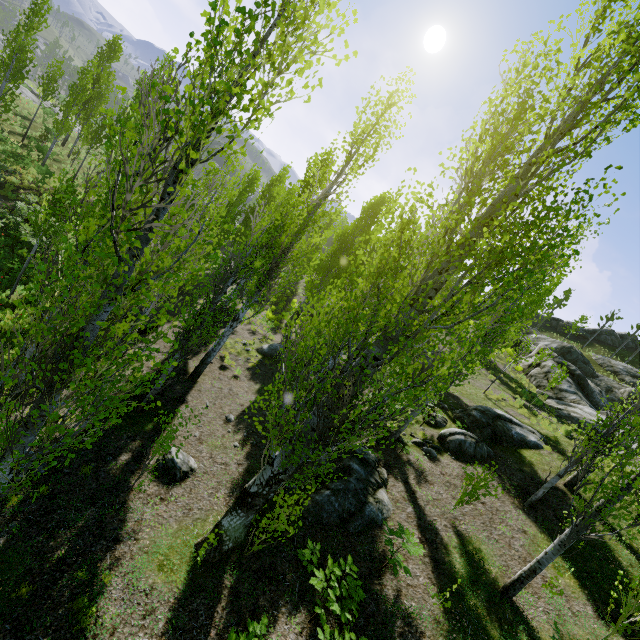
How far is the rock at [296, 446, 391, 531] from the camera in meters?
8.3 m

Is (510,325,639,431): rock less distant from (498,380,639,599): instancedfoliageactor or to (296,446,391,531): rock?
(498,380,639,599): instancedfoliageactor

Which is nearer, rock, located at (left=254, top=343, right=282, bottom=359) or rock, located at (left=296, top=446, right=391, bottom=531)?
rock, located at (left=296, top=446, right=391, bottom=531)

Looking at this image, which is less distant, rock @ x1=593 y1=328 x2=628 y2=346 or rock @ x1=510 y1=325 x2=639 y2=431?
rock @ x1=510 y1=325 x2=639 y2=431

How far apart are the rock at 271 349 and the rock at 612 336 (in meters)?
65.42

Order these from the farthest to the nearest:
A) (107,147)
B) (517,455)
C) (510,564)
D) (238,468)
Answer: (517,455) → (238,468) → (510,564) → (107,147)

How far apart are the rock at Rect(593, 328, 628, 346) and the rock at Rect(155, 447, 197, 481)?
73.32m

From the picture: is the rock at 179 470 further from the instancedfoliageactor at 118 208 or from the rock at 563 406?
the rock at 563 406
